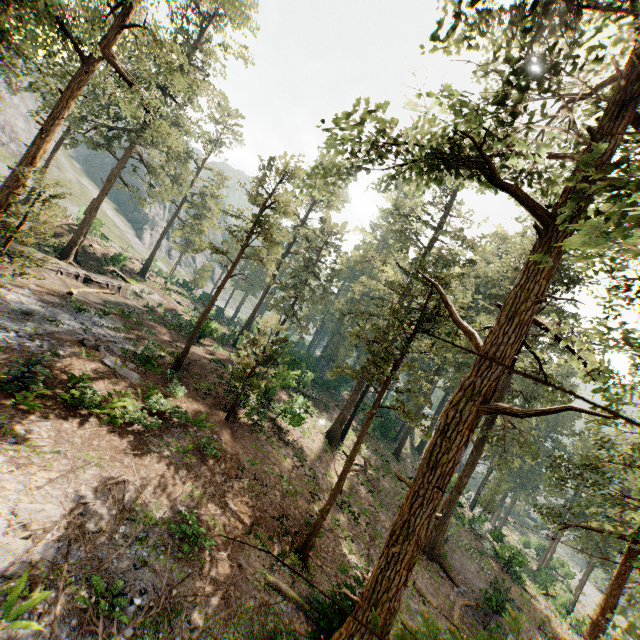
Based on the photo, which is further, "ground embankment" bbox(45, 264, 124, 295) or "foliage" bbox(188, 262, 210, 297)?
"foliage" bbox(188, 262, 210, 297)

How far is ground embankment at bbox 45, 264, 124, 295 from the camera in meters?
26.0

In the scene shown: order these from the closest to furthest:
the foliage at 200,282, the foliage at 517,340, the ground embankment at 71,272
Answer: the foliage at 517,340, the ground embankment at 71,272, the foliage at 200,282

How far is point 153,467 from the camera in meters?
12.0 m

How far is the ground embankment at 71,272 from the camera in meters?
26.0

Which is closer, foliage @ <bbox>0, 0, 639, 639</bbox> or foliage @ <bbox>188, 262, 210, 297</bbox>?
foliage @ <bbox>0, 0, 639, 639</bbox>

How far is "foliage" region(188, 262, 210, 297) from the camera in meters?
48.5

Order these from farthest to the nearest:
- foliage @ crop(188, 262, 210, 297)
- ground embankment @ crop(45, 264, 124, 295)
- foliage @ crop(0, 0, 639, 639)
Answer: foliage @ crop(188, 262, 210, 297)
ground embankment @ crop(45, 264, 124, 295)
foliage @ crop(0, 0, 639, 639)
